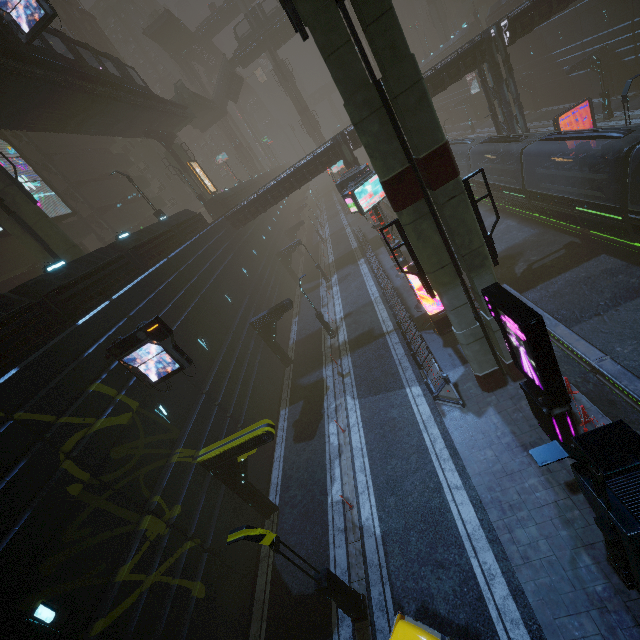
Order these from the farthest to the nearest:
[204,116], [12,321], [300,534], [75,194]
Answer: [204,116] < [75,194] < [300,534] < [12,321]

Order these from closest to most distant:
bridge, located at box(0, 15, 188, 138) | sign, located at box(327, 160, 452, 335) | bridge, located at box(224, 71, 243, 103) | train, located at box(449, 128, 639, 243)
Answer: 1. train, located at box(449, 128, 639, 243)
2. bridge, located at box(0, 15, 188, 138)
3. sign, located at box(327, 160, 452, 335)
4. bridge, located at box(224, 71, 243, 103)

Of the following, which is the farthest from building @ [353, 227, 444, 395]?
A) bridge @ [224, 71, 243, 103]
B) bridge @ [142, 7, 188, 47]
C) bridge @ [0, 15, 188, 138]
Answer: bridge @ [224, 71, 243, 103]

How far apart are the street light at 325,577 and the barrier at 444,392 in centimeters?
797cm

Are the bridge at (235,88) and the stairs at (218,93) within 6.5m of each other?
yes

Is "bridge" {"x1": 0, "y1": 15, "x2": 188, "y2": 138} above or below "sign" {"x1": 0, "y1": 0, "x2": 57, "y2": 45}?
below

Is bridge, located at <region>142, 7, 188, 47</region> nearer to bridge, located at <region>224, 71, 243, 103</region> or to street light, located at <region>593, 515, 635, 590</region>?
bridge, located at <region>224, 71, 243, 103</region>

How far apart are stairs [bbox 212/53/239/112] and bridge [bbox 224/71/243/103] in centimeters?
0cm
